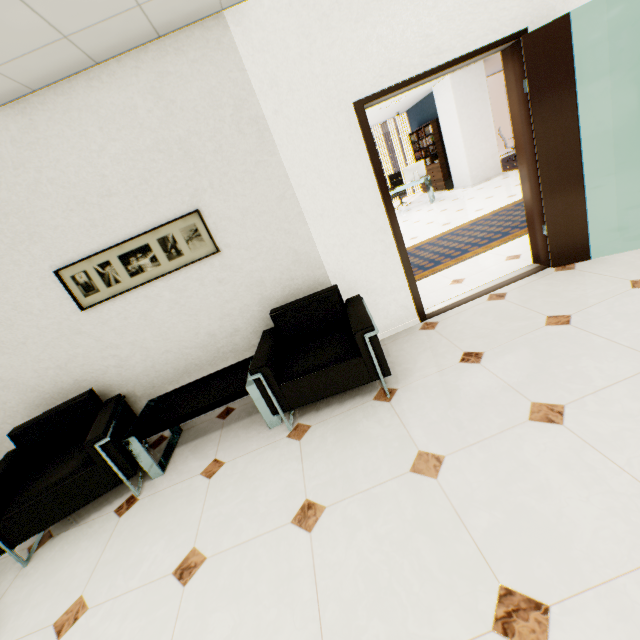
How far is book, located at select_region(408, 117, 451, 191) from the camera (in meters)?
10.43

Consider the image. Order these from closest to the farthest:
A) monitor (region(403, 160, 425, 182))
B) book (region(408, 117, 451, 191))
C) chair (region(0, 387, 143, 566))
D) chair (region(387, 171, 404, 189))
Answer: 1. chair (region(0, 387, 143, 566))
2. monitor (region(403, 160, 425, 182))
3. book (region(408, 117, 451, 191))
4. chair (region(387, 171, 404, 189))

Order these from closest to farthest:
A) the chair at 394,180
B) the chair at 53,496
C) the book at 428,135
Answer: the chair at 53,496, the book at 428,135, the chair at 394,180

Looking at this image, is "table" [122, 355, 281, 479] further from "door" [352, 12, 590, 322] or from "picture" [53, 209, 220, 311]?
"door" [352, 12, 590, 322]

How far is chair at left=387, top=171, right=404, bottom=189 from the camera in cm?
1132

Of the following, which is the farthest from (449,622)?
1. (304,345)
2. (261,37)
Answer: (261,37)

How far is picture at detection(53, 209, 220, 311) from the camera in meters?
2.8 m

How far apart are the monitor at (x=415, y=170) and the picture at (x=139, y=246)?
8.5m
